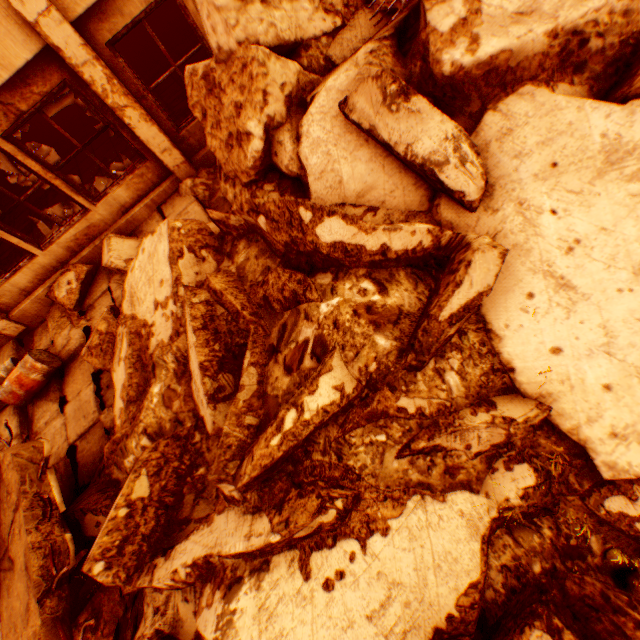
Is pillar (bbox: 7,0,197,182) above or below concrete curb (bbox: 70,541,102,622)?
above

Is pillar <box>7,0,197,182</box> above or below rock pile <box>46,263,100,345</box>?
above

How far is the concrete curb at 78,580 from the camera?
4.1 meters

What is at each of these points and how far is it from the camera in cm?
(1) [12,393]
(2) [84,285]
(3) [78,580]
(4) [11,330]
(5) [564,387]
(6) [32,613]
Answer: (1) metal barrel, 555
(2) rock pile, 650
(3) concrete curb, 420
(4) pillar, 681
(5) rock pile, 302
(6) floor rubble, 331

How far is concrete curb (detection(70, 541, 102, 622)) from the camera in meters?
4.1 m

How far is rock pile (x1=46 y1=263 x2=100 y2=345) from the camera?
6.4m

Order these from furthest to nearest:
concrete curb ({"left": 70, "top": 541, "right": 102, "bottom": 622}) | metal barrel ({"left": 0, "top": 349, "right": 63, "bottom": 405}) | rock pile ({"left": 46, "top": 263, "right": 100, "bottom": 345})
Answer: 1. rock pile ({"left": 46, "top": 263, "right": 100, "bottom": 345})
2. metal barrel ({"left": 0, "top": 349, "right": 63, "bottom": 405})
3. concrete curb ({"left": 70, "top": 541, "right": 102, "bottom": 622})

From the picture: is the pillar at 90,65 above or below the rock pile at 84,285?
above
